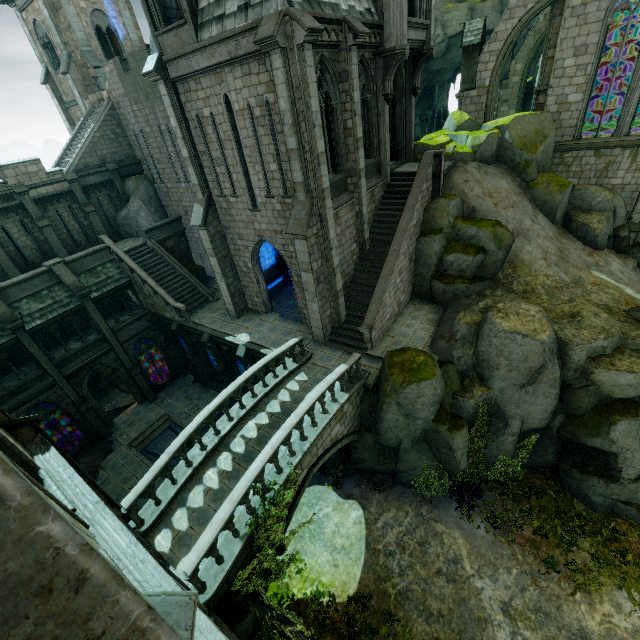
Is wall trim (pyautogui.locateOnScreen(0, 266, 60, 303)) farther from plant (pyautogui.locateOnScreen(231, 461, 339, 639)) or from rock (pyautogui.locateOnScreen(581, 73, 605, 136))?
rock (pyautogui.locateOnScreen(581, 73, 605, 136))

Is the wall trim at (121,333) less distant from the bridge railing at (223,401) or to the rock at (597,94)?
the bridge railing at (223,401)

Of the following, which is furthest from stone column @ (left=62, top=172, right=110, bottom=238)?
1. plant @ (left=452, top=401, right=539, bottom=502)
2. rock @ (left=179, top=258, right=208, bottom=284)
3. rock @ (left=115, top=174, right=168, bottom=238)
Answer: plant @ (left=452, top=401, right=539, bottom=502)

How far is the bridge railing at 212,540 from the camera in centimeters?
815cm

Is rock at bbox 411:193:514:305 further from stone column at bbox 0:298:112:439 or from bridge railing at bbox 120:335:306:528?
stone column at bbox 0:298:112:439

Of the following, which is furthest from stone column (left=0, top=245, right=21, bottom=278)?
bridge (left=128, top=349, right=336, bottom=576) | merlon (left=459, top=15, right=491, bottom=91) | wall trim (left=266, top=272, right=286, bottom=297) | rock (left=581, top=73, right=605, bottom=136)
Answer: rock (left=581, top=73, right=605, bottom=136)

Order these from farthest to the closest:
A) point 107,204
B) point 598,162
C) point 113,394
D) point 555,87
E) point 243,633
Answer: point 113,394 < point 107,204 < point 598,162 < point 555,87 < point 243,633

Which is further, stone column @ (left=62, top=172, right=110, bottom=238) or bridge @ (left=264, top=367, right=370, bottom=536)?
stone column @ (left=62, top=172, right=110, bottom=238)
